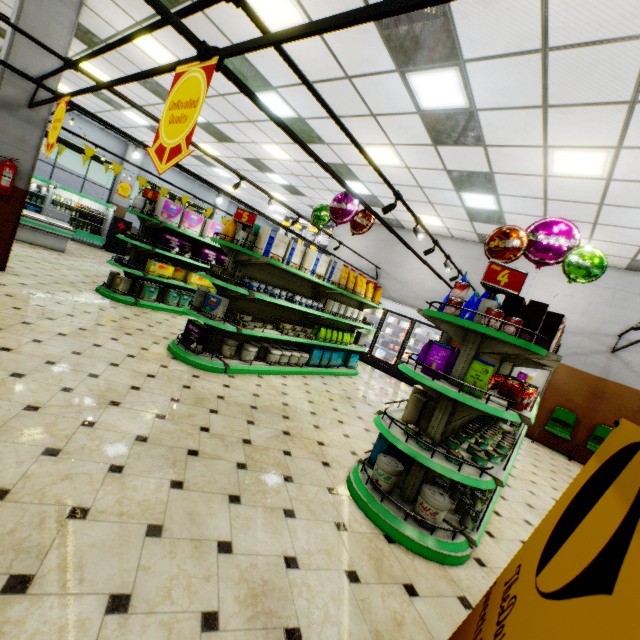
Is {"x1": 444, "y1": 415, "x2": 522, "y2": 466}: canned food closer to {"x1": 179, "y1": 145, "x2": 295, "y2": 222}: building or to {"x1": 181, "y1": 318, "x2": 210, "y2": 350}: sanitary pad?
{"x1": 179, "y1": 145, "x2": 295, "y2": 222}: building

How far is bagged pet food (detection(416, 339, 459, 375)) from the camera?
2.9 meters

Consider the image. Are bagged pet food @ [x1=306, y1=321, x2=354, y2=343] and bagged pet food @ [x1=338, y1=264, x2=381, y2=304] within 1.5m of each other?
yes

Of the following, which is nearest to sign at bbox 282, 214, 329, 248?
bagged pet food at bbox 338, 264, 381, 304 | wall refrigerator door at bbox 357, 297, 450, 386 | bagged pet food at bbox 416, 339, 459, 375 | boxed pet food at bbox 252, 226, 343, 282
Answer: wall refrigerator door at bbox 357, 297, 450, 386

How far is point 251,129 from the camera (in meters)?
8.24

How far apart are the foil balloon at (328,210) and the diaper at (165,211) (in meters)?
2.29

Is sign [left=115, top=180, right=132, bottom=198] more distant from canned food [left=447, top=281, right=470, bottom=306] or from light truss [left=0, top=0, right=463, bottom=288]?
canned food [left=447, top=281, right=470, bottom=306]

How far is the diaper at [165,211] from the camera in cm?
691
